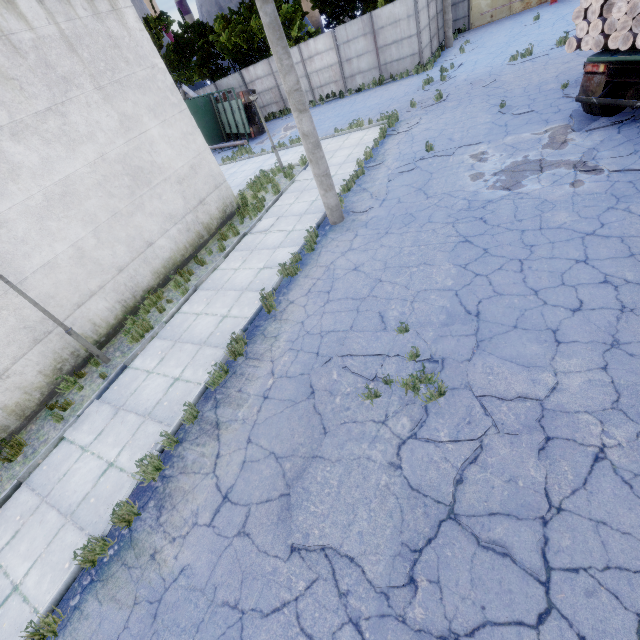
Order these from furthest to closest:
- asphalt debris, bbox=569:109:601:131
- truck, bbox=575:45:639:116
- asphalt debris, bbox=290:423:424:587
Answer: asphalt debris, bbox=569:109:601:131, truck, bbox=575:45:639:116, asphalt debris, bbox=290:423:424:587

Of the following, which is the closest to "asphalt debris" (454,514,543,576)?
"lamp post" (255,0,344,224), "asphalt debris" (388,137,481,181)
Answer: "lamp post" (255,0,344,224)

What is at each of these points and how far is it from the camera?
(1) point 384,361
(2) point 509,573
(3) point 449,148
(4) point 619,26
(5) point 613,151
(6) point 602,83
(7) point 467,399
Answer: (1) asphalt debris, 5.6 meters
(2) asphalt debris, 3.3 meters
(3) asphalt debris, 11.0 meters
(4) log pile, 7.2 meters
(5) asphalt debris, 7.8 meters
(6) truck, 8.4 meters
(7) asphalt debris, 4.7 meters

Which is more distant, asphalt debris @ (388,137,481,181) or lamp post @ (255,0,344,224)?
asphalt debris @ (388,137,481,181)

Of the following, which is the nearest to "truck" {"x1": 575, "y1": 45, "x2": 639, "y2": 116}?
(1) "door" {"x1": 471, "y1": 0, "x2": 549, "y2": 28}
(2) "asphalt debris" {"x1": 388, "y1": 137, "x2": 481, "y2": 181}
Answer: (2) "asphalt debris" {"x1": 388, "y1": 137, "x2": 481, "y2": 181}

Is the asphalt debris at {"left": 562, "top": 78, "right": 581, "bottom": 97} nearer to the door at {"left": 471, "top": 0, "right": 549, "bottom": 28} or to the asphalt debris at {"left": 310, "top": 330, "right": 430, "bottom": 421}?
the asphalt debris at {"left": 310, "top": 330, "right": 430, "bottom": 421}

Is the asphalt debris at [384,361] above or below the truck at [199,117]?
below

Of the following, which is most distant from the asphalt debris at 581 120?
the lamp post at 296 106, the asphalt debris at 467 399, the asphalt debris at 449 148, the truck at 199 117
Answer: the truck at 199 117
